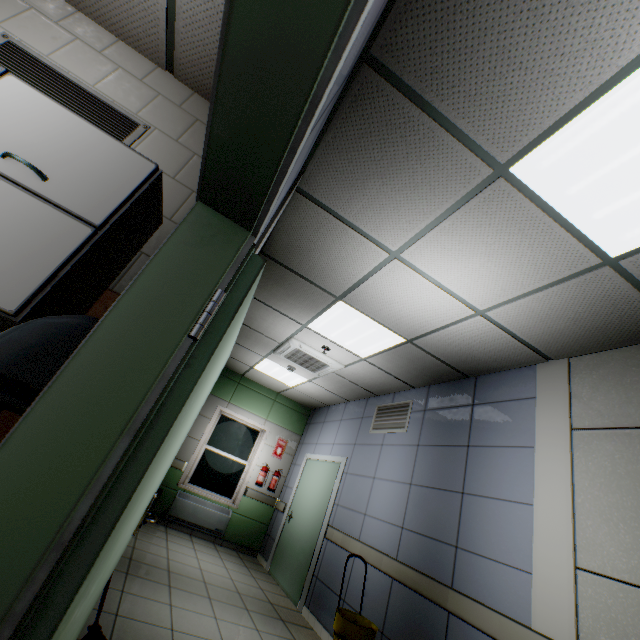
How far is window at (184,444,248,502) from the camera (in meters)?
6.84

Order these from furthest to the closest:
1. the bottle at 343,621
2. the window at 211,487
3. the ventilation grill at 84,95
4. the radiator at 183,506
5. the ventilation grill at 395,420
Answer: the window at 211,487
the radiator at 183,506
the ventilation grill at 395,420
the bottle at 343,621
the ventilation grill at 84,95

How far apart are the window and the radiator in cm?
14

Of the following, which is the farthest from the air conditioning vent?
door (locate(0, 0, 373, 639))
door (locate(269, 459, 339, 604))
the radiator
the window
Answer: the radiator

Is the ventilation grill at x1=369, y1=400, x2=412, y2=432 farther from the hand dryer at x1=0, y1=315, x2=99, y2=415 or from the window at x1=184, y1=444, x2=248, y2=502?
the hand dryer at x1=0, y1=315, x2=99, y2=415

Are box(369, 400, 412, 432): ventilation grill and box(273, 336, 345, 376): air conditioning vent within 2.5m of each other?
yes

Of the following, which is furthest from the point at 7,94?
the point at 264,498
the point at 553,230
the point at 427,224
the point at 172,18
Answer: the point at 264,498

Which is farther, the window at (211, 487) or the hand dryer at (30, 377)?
the window at (211, 487)
